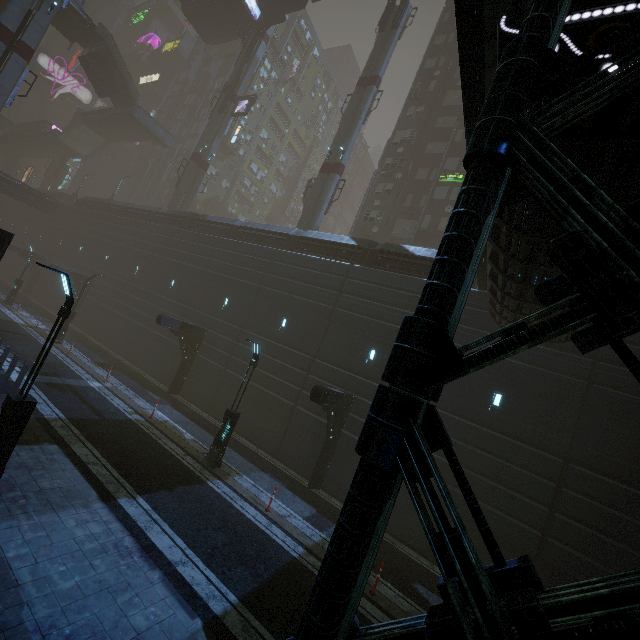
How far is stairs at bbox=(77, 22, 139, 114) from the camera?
36.28m

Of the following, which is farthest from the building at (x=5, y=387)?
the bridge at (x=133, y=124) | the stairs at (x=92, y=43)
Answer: the stairs at (x=92, y=43)

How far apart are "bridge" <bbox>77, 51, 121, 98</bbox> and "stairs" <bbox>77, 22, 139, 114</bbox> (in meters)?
0.00

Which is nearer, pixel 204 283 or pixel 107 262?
pixel 204 283

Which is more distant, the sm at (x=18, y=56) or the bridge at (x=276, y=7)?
the bridge at (x=276, y=7)

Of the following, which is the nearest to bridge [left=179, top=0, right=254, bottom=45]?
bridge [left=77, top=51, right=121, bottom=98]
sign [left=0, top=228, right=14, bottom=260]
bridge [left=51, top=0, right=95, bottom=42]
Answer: bridge [left=51, top=0, right=95, bottom=42]

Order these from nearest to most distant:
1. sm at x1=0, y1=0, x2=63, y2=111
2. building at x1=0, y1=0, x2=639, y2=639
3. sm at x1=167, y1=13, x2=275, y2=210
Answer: building at x1=0, y1=0, x2=639, y2=639, sm at x1=0, y1=0, x2=63, y2=111, sm at x1=167, y1=13, x2=275, y2=210

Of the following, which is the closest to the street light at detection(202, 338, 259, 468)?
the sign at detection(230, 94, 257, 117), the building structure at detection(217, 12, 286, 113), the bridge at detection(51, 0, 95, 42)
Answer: the sign at detection(230, 94, 257, 117)
